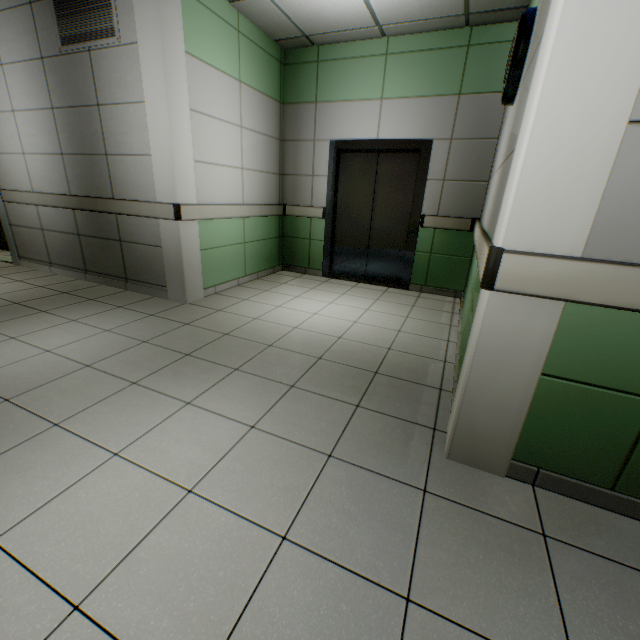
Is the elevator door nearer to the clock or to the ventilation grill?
the clock

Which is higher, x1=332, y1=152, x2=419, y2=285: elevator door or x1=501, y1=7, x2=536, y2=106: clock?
x1=501, y1=7, x2=536, y2=106: clock

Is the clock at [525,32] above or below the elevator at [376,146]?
above

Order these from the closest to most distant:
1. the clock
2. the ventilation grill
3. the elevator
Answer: the clock
the ventilation grill
the elevator

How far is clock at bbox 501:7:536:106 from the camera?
2.2 meters

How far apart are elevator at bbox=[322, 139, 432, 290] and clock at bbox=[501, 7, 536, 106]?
1.63m

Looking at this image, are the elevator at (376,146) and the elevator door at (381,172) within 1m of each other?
yes

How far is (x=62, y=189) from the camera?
4.2 meters
